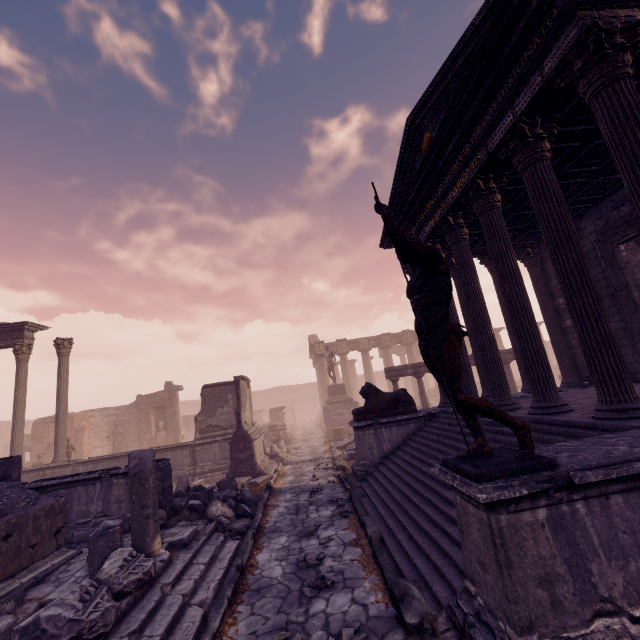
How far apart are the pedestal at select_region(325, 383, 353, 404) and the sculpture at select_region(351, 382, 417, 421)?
11.1 meters

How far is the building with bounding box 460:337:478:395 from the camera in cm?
877

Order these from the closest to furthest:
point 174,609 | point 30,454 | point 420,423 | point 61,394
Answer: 1. point 174,609
2. point 420,423
3. point 61,394
4. point 30,454

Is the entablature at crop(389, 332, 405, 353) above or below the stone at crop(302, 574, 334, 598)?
above

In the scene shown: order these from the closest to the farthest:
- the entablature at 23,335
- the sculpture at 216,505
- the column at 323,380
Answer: the sculpture at 216,505 → the entablature at 23,335 → the column at 323,380

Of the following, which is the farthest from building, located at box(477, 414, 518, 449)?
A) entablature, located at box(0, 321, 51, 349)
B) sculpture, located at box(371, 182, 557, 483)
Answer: entablature, located at box(0, 321, 51, 349)

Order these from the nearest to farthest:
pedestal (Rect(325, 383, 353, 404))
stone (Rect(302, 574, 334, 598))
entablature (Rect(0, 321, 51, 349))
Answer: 1. stone (Rect(302, 574, 334, 598))
2. entablature (Rect(0, 321, 51, 349))
3. pedestal (Rect(325, 383, 353, 404))

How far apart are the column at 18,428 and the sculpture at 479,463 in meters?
18.1
